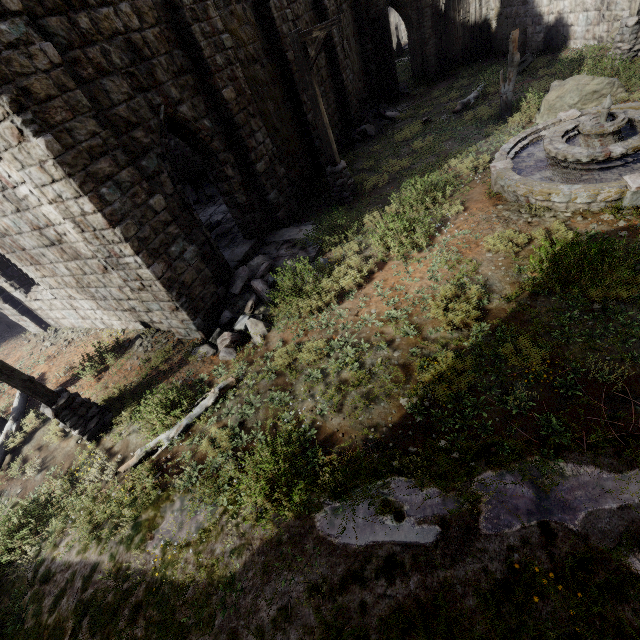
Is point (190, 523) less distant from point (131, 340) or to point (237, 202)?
point (131, 340)

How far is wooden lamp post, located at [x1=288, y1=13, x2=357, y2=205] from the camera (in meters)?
8.19

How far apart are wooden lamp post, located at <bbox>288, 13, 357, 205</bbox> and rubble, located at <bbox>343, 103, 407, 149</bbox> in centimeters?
644cm

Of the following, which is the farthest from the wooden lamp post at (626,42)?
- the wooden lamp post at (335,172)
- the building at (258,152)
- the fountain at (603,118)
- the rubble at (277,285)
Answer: the rubble at (277,285)

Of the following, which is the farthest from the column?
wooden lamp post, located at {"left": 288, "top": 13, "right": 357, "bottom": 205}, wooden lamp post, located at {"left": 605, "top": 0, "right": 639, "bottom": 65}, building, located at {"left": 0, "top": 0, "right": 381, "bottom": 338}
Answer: wooden lamp post, located at {"left": 288, "top": 13, "right": 357, "bottom": 205}

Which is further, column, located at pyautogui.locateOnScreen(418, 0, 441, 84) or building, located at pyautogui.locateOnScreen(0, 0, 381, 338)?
column, located at pyautogui.locateOnScreen(418, 0, 441, 84)

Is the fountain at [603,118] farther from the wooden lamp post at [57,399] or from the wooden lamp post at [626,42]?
the wooden lamp post at [57,399]

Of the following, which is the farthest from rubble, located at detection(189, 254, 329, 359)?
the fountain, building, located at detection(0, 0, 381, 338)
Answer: the fountain
